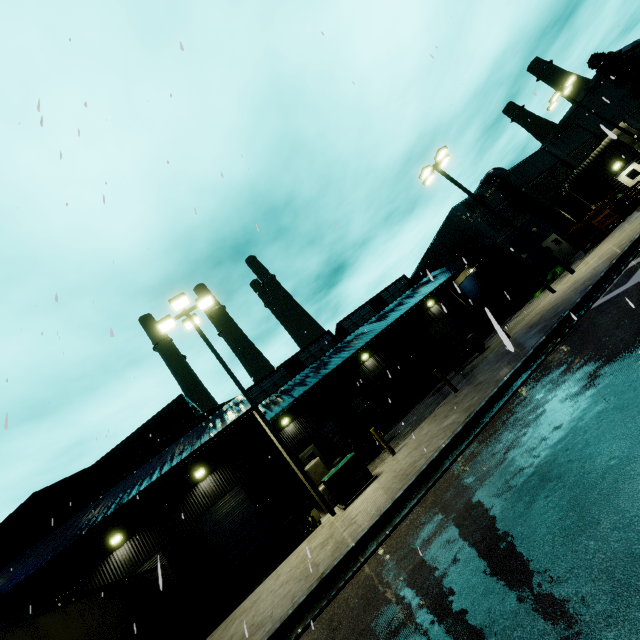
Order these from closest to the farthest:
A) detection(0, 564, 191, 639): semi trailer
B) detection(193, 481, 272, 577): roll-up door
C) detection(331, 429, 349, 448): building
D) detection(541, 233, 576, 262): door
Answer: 1. detection(0, 564, 191, 639): semi trailer
2. detection(193, 481, 272, 577): roll-up door
3. detection(331, 429, 349, 448): building
4. detection(541, 233, 576, 262): door

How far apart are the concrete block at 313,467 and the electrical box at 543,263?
24.4 meters

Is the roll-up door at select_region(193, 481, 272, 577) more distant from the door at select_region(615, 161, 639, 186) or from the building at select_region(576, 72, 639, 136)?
the door at select_region(615, 161, 639, 186)

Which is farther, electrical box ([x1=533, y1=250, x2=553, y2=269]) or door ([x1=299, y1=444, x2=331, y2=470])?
electrical box ([x1=533, y1=250, x2=553, y2=269])

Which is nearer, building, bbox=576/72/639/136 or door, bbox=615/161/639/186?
building, bbox=576/72/639/136

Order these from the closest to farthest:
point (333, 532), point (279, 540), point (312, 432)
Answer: point (333, 532), point (279, 540), point (312, 432)

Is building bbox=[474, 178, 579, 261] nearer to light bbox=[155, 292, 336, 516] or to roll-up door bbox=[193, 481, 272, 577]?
roll-up door bbox=[193, 481, 272, 577]

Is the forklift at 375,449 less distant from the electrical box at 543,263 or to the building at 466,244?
the building at 466,244
